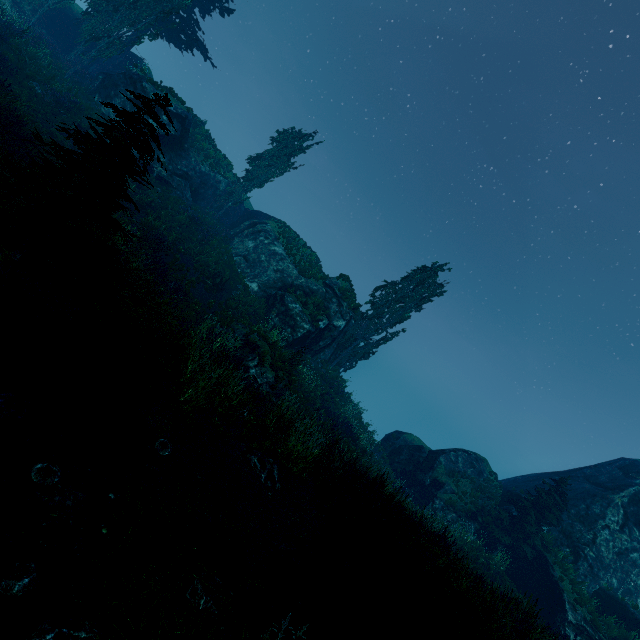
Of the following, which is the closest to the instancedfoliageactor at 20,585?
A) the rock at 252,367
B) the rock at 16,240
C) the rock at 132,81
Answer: the rock at 16,240

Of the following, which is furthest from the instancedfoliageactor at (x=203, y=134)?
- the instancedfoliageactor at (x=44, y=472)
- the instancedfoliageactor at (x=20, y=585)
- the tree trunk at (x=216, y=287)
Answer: the tree trunk at (x=216, y=287)

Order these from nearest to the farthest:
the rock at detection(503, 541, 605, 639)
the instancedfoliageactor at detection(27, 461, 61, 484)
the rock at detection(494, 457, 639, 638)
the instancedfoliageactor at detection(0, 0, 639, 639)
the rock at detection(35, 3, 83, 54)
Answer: the instancedfoliageactor at detection(27, 461, 61, 484), the instancedfoliageactor at detection(0, 0, 639, 639), the rock at detection(503, 541, 605, 639), the rock at detection(494, 457, 639, 638), the rock at detection(35, 3, 83, 54)

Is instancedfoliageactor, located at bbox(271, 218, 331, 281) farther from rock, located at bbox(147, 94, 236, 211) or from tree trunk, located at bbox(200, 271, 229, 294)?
tree trunk, located at bbox(200, 271, 229, 294)

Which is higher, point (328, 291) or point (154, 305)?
point (328, 291)

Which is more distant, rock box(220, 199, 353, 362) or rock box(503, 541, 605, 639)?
rock box(220, 199, 353, 362)

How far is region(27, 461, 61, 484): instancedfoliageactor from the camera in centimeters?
441cm

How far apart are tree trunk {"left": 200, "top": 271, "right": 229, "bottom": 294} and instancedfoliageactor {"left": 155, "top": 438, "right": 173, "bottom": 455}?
13.4m
